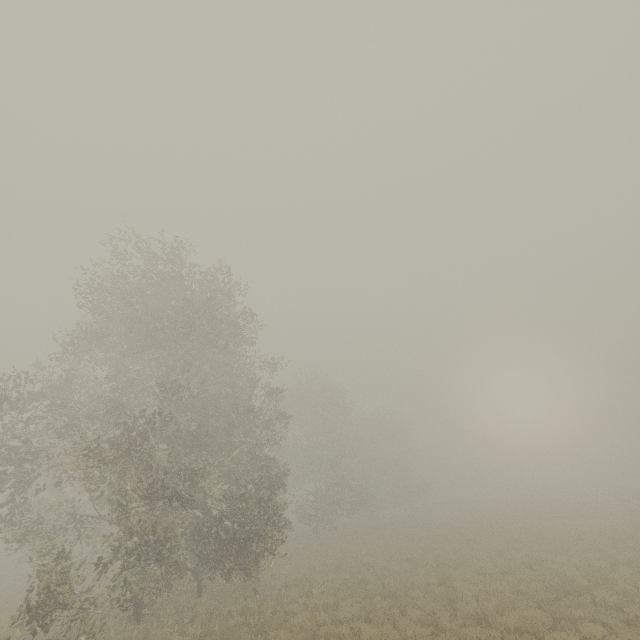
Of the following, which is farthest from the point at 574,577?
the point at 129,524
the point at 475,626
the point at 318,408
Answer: the point at 129,524
